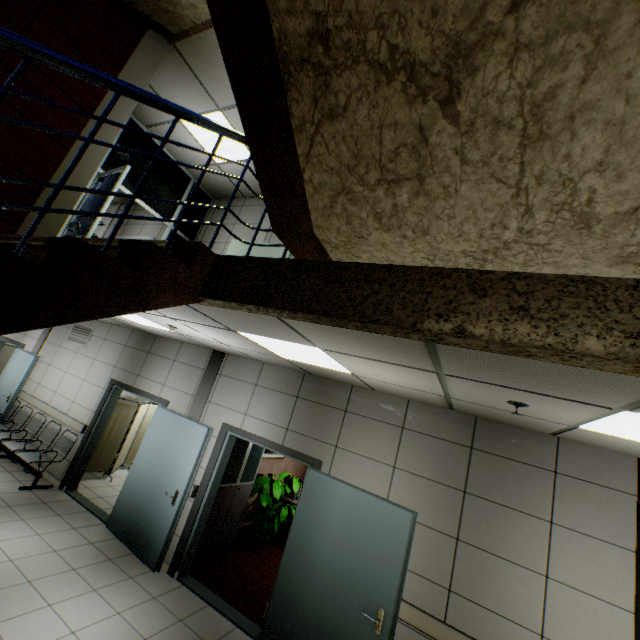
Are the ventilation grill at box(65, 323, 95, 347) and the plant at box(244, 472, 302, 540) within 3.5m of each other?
no

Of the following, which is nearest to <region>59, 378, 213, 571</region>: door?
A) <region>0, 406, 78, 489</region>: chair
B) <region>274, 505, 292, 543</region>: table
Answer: <region>0, 406, 78, 489</region>: chair

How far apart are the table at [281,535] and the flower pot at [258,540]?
0.6m

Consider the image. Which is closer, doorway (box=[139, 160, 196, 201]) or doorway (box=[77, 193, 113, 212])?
doorway (box=[77, 193, 113, 212])

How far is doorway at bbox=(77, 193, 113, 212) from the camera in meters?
4.8

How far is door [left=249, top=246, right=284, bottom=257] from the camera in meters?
6.1

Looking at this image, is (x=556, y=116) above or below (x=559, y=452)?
above

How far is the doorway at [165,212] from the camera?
6.3 meters
